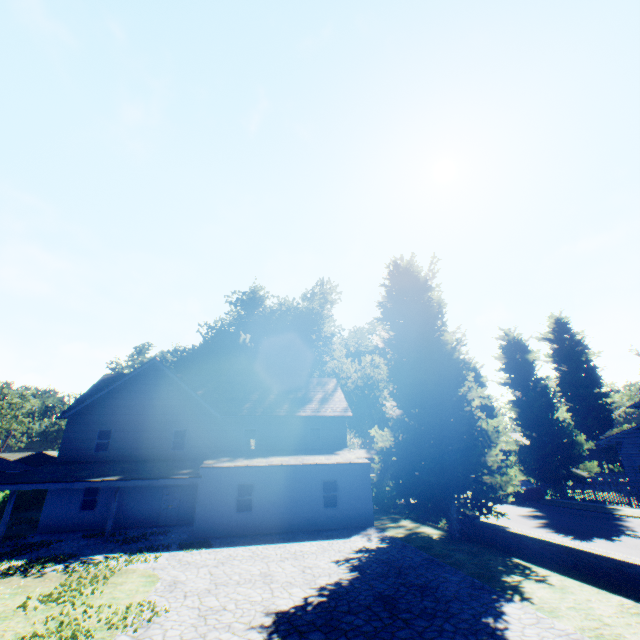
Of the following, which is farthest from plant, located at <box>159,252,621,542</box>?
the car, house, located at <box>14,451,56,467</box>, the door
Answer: the door

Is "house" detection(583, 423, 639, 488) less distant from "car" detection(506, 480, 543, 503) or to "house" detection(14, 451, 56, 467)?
"car" detection(506, 480, 543, 503)

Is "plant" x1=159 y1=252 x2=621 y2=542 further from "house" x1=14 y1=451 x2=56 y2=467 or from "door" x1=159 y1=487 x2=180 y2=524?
"door" x1=159 y1=487 x2=180 y2=524

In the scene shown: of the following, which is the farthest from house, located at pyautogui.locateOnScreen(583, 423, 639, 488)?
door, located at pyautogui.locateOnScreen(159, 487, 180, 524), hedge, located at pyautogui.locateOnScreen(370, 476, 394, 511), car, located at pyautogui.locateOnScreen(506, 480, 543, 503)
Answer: door, located at pyautogui.locateOnScreen(159, 487, 180, 524)

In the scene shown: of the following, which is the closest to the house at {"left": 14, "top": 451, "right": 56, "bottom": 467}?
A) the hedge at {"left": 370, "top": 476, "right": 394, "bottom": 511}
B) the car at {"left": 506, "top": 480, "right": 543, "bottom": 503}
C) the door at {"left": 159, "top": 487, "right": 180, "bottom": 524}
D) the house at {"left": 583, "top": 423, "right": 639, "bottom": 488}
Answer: the hedge at {"left": 370, "top": 476, "right": 394, "bottom": 511}

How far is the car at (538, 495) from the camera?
25.2 meters

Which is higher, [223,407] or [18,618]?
[223,407]

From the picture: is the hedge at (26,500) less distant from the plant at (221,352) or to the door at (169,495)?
the plant at (221,352)
